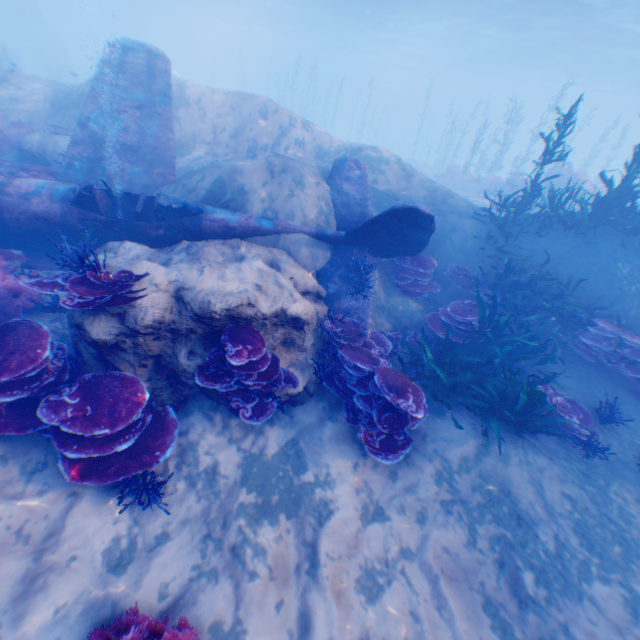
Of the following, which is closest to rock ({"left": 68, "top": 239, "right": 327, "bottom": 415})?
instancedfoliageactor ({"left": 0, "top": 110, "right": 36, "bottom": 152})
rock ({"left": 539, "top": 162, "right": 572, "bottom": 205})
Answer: instancedfoliageactor ({"left": 0, "top": 110, "right": 36, "bottom": 152})

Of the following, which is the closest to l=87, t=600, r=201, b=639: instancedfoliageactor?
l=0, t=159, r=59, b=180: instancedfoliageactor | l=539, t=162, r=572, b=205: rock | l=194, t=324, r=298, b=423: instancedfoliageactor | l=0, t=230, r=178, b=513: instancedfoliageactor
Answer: l=0, t=230, r=178, b=513: instancedfoliageactor

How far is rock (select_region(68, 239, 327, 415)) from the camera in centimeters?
472cm

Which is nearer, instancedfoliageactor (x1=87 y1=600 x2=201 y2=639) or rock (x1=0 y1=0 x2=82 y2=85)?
instancedfoliageactor (x1=87 y1=600 x2=201 y2=639)

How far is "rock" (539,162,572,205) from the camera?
17.30m

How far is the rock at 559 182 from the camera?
17.30m

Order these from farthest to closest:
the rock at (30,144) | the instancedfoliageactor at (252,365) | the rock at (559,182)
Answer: the rock at (559,182) < the rock at (30,144) < the instancedfoliageactor at (252,365)

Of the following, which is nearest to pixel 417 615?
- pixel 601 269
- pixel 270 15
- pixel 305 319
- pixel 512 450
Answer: pixel 512 450
